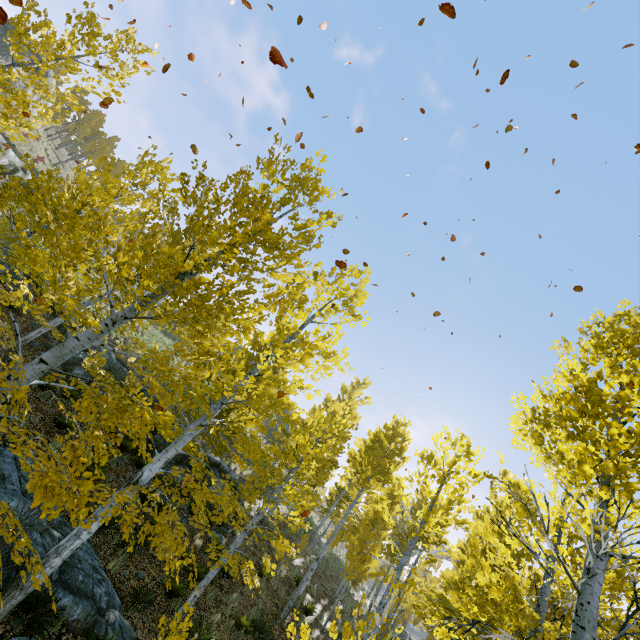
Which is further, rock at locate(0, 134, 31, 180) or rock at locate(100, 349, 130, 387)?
rock at locate(0, 134, 31, 180)

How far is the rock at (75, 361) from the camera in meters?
13.4 m

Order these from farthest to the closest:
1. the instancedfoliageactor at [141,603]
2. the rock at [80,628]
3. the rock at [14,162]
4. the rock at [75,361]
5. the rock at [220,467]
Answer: the rock at [14,162] → the rock at [220,467] → the rock at [75,361] → the instancedfoliageactor at [141,603] → the rock at [80,628]

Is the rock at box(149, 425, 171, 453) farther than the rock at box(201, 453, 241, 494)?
No

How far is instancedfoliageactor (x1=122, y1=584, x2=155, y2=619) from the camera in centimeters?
801cm

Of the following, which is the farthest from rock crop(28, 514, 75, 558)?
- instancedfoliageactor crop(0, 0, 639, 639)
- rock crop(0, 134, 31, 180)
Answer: rock crop(0, 134, 31, 180)

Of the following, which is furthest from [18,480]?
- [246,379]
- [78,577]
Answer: [246,379]

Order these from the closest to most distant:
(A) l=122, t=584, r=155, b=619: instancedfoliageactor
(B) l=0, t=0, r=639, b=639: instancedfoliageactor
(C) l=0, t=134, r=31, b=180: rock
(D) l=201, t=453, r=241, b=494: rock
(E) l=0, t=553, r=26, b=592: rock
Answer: (B) l=0, t=0, r=639, b=639: instancedfoliageactor < (E) l=0, t=553, r=26, b=592: rock < (A) l=122, t=584, r=155, b=619: instancedfoliageactor < (D) l=201, t=453, r=241, b=494: rock < (C) l=0, t=134, r=31, b=180: rock
